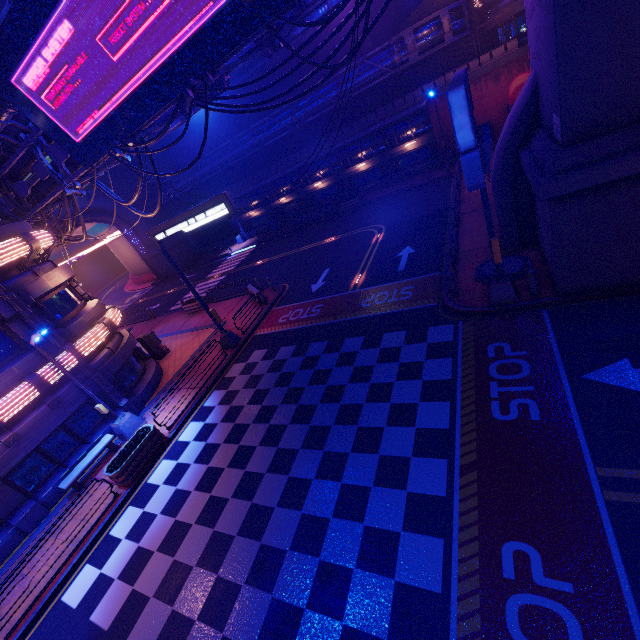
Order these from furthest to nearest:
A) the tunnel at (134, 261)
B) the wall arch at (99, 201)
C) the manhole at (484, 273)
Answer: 1. the tunnel at (134, 261)
2. the wall arch at (99, 201)
3. the manhole at (484, 273)

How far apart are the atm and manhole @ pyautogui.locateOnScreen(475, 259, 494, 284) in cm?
1901

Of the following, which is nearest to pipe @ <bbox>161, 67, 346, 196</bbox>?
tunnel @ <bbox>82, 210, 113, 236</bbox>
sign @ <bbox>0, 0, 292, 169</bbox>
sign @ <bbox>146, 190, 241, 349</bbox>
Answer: tunnel @ <bbox>82, 210, 113, 236</bbox>

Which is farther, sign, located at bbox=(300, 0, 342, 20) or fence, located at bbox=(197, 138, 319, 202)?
fence, located at bbox=(197, 138, 319, 202)

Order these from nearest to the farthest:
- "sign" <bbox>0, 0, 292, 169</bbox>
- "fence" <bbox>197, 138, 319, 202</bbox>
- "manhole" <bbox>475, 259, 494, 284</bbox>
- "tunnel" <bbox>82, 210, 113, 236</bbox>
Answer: "sign" <bbox>0, 0, 292, 169</bbox> < "manhole" <bbox>475, 259, 494, 284</bbox> < "fence" <bbox>197, 138, 319, 202</bbox> < "tunnel" <bbox>82, 210, 113, 236</bbox>

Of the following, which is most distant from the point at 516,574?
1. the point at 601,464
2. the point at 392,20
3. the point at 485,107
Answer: the point at 392,20

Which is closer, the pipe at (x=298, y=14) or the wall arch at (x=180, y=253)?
the pipe at (x=298, y=14)

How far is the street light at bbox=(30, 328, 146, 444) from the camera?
12.3 meters
